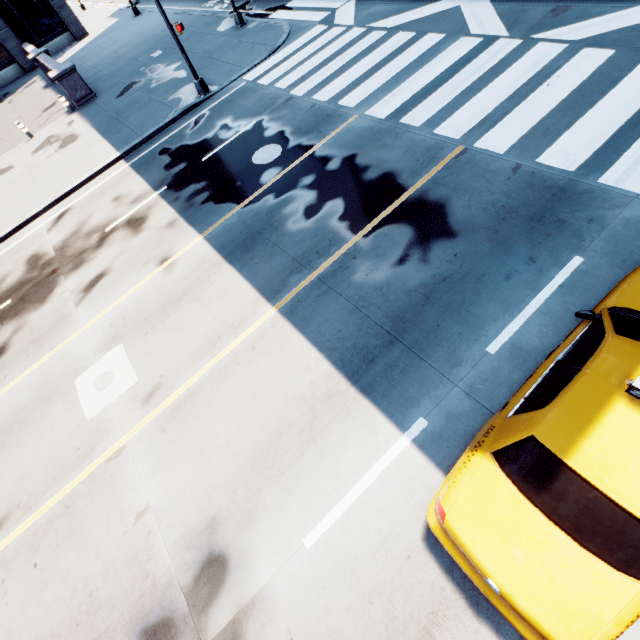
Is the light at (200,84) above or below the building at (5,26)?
below

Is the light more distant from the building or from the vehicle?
the building

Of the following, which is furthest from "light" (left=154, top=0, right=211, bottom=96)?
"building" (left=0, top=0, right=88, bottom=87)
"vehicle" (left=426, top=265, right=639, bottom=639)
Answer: Answer: "building" (left=0, top=0, right=88, bottom=87)

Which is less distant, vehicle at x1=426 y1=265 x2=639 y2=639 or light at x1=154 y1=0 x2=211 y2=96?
vehicle at x1=426 y1=265 x2=639 y2=639

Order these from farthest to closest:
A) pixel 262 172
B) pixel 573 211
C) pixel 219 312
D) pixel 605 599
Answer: pixel 262 172
pixel 219 312
pixel 573 211
pixel 605 599

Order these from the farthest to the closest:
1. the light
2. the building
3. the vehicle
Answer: the building
the light
the vehicle

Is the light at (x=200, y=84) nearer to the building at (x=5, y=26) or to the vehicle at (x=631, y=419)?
the vehicle at (x=631, y=419)
